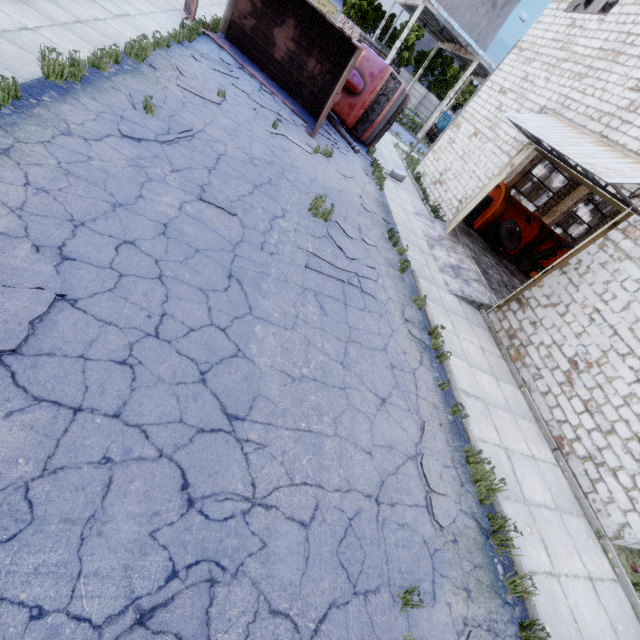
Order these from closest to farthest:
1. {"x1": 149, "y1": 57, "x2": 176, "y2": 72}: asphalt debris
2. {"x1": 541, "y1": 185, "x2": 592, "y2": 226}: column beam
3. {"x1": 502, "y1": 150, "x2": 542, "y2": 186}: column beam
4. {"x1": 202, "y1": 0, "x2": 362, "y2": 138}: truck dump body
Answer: {"x1": 149, "y1": 57, "x2": 176, "y2": 72}: asphalt debris < {"x1": 202, "y1": 0, "x2": 362, "y2": 138}: truck dump body < {"x1": 502, "y1": 150, "x2": 542, "y2": 186}: column beam < {"x1": 541, "y1": 185, "x2": 592, "y2": 226}: column beam

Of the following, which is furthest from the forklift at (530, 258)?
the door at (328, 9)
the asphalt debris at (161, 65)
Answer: the door at (328, 9)

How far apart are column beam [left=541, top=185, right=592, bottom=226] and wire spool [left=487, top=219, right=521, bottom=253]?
6.3 meters

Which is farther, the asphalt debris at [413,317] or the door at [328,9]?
the door at [328,9]

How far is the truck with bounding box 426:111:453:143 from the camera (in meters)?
35.69

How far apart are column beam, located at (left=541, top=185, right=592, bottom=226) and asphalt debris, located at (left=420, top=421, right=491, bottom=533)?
20.9m

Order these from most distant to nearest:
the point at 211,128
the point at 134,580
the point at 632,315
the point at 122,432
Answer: the point at 211,128 → the point at 632,315 → the point at 122,432 → the point at 134,580

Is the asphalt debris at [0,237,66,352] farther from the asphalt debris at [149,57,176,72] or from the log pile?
the log pile
